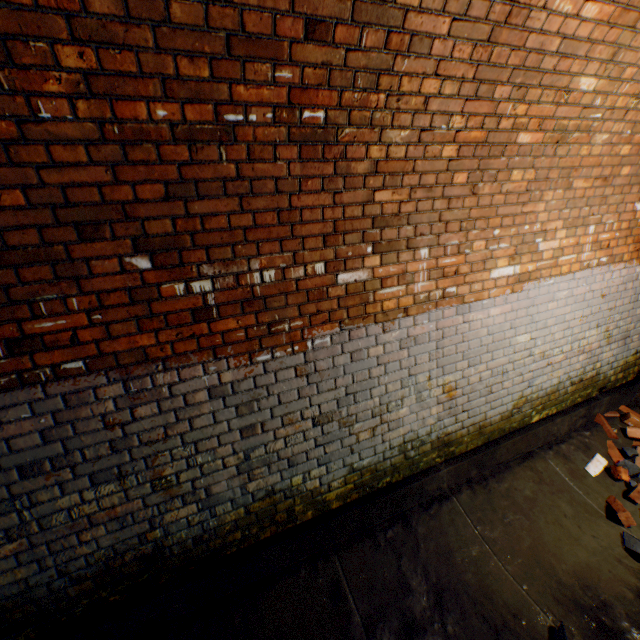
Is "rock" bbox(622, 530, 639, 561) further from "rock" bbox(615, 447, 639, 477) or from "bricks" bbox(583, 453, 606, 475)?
"rock" bbox(615, 447, 639, 477)

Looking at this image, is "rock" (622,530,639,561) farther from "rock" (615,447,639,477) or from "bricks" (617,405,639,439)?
"bricks" (617,405,639,439)

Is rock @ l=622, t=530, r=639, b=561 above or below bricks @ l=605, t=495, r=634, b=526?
below

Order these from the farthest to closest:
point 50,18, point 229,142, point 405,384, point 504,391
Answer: point 504,391 → point 405,384 → point 229,142 → point 50,18

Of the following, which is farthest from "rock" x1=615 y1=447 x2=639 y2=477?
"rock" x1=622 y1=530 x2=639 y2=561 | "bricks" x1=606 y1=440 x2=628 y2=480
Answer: "rock" x1=622 y1=530 x2=639 y2=561

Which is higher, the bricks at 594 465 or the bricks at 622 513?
the bricks at 594 465

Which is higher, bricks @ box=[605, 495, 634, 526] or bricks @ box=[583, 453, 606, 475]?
bricks @ box=[583, 453, 606, 475]

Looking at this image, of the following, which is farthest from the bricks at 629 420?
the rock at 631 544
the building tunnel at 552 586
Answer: the rock at 631 544
